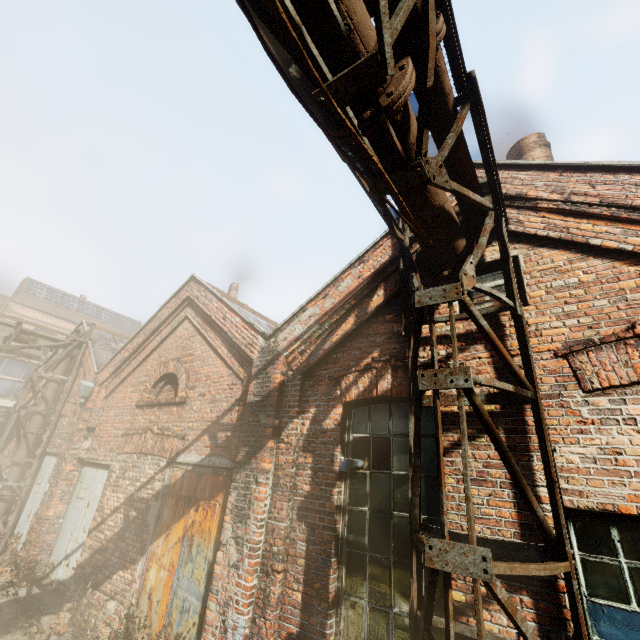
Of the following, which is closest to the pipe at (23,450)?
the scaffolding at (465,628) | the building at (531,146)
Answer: the scaffolding at (465,628)

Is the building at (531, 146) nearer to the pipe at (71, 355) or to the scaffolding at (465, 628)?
the pipe at (71, 355)

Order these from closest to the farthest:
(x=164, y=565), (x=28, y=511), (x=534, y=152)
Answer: (x=164, y=565) < (x=534, y=152) < (x=28, y=511)

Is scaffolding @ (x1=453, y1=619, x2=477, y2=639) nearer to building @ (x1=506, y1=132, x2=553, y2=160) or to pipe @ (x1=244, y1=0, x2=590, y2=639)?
pipe @ (x1=244, y1=0, x2=590, y2=639)

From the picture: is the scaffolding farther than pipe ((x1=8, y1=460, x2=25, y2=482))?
No

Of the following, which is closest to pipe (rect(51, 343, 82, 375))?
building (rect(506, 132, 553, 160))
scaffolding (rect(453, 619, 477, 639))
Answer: scaffolding (rect(453, 619, 477, 639))
